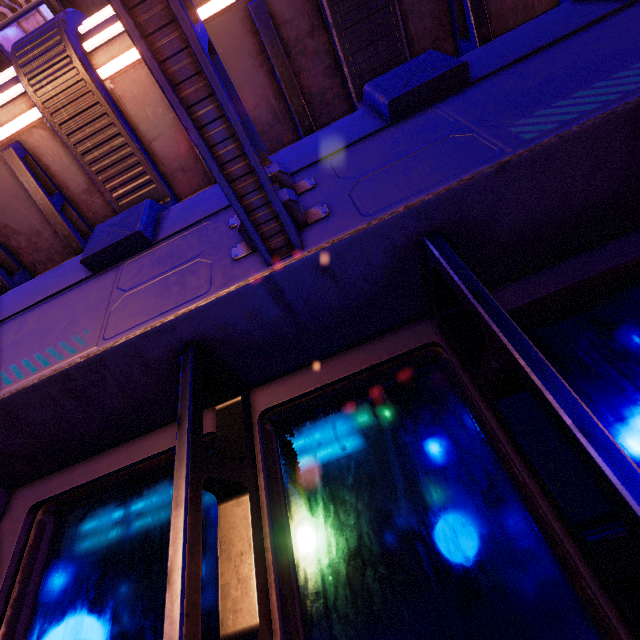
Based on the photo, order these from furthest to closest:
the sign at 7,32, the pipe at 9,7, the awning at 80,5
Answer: the pipe at 9,7 < the sign at 7,32 < the awning at 80,5

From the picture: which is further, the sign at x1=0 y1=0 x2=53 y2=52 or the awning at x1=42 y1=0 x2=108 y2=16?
the sign at x1=0 y1=0 x2=53 y2=52

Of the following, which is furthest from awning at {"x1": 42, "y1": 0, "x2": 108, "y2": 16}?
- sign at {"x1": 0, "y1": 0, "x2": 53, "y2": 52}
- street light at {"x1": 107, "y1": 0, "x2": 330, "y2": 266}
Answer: street light at {"x1": 107, "y1": 0, "x2": 330, "y2": 266}

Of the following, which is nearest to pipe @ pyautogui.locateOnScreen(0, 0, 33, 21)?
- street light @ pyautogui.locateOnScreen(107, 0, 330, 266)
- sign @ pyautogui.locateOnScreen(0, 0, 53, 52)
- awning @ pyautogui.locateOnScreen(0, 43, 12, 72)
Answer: sign @ pyautogui.locateOnScreen(0, 0, 53, 52)

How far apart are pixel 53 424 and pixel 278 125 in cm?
225

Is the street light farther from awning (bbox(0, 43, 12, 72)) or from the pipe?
the pipe

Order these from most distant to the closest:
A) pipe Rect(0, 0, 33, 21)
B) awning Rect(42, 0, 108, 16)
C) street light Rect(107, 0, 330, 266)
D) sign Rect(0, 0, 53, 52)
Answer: pipe Rect(0, 0, 33, 21)
sign Rect(0, 0, 53, 52)
awning Rect(42, 0, 108, 16)
street light Rect(107, 0, 330, 266)

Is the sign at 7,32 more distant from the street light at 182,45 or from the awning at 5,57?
the street light at 182,45
